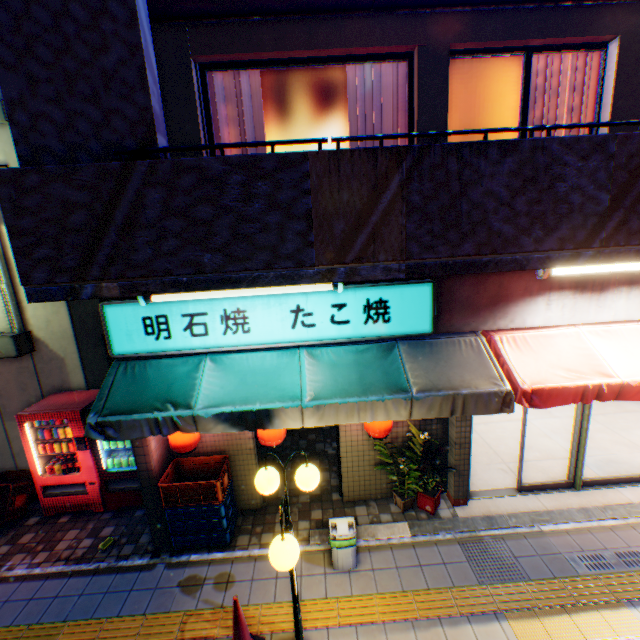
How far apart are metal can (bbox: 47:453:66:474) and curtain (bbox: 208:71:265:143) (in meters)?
5.59

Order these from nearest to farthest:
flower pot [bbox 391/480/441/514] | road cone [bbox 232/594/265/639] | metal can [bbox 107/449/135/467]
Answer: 1. road cone [bbox 232/594/265/639]
2. flower pot [bbox 391/480/441/514]
3. metal can [bbox 107/449/135/467]

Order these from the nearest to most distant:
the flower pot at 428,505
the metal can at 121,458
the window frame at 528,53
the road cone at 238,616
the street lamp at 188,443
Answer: the road cone at 238,616
the window frame at 528,53
the street lamp at 188,443
the flower pot at 428,505
the metal can at 121,458

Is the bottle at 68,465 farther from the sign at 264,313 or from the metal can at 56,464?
the sign at 264,313

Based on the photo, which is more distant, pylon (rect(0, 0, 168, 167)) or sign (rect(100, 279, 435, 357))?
sign (rect(100, 279, 435, 357))

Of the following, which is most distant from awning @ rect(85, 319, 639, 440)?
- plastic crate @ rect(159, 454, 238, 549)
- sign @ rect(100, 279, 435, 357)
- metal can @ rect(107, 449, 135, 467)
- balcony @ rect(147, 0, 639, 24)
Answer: balcony @ rect(147, 0, 639, 24)

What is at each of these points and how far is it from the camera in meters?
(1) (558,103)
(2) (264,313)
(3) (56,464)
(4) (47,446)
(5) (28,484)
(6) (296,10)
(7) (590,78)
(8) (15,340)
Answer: (1) curtain, 4.5 m
(2) sign, 4.3 m
(3) metal can, 5.8 m
(4) metal can, 5.8 m
(5) plastic crate, 6.1 m
(6) balcony, 3.8 m
(7) curtain, 4.4 m
(8) electric box, 5.8 m

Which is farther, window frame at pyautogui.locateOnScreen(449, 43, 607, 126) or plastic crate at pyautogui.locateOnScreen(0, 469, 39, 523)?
plastic crate at pyautogui.locateOnScreen(0, 469, 39, 523)
